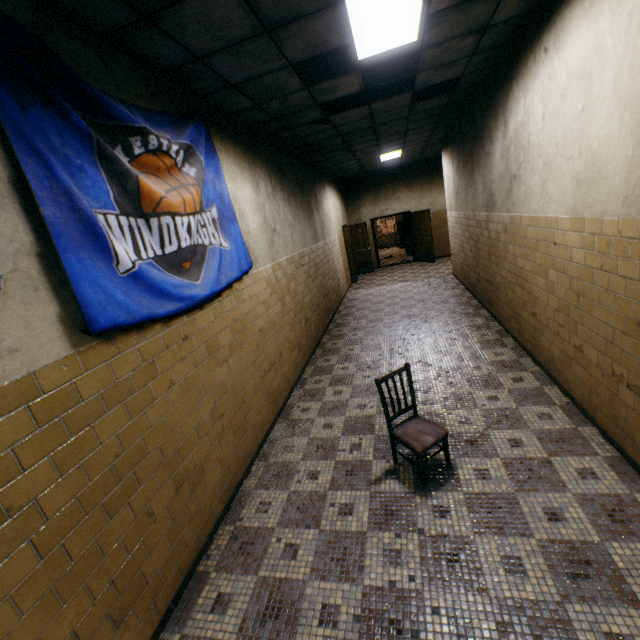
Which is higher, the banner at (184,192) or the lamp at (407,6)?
the lamp at (407,6)

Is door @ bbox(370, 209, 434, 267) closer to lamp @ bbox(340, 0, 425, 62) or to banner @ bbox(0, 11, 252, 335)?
lamp @ bbox(340, 0, 425, 62)

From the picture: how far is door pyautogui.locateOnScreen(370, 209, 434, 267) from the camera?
12.8 meters

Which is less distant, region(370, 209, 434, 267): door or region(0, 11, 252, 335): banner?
region(0, 11, 252, 335): banner

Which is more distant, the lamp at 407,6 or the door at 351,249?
the door at 351,249

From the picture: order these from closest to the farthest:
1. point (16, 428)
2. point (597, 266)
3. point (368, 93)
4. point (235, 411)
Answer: point (16, 428)
point (597, 266)
point (235, 411)
point (368, 93)

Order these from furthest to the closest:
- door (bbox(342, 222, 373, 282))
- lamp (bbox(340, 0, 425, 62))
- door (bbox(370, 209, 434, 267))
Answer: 1. door (bbox(370, 209, 434, 267))
2. door (bbox(342, 222, 373, 282))
3. lamp (bbox(340, 0, 425, 62))

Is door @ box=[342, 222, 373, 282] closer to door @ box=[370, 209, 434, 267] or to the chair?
door @ box=[370, 209, 434, 267]
